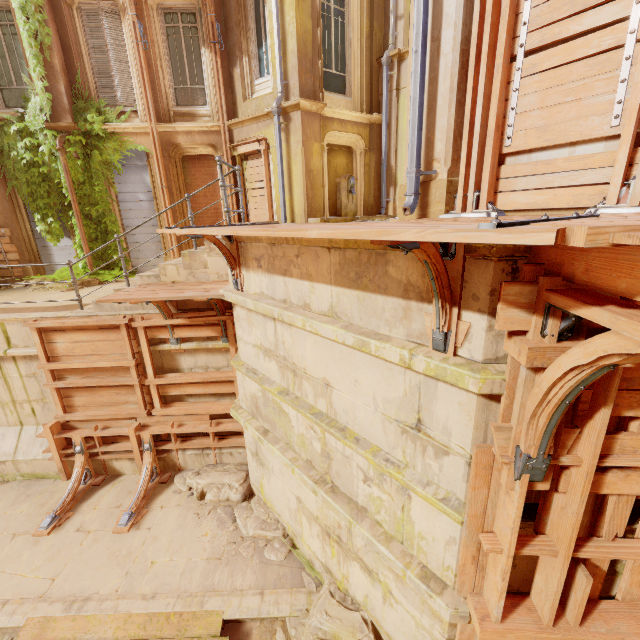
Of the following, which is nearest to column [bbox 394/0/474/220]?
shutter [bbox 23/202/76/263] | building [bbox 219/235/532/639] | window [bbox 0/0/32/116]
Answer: building [bbox 219/235/532/639]

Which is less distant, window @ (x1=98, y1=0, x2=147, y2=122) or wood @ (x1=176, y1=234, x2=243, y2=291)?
wood @ (x1=176, y1=234, x2=243, y2=291)

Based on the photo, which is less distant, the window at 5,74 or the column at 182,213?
the window at 5,74

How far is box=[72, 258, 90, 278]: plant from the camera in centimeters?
1022cm

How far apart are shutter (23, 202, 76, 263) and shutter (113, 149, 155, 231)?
1.71m

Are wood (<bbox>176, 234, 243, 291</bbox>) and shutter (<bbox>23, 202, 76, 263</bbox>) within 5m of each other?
no

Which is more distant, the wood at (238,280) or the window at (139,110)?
the window at (139,110)

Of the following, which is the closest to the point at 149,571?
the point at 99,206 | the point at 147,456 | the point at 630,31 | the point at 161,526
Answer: the point at 161,526
